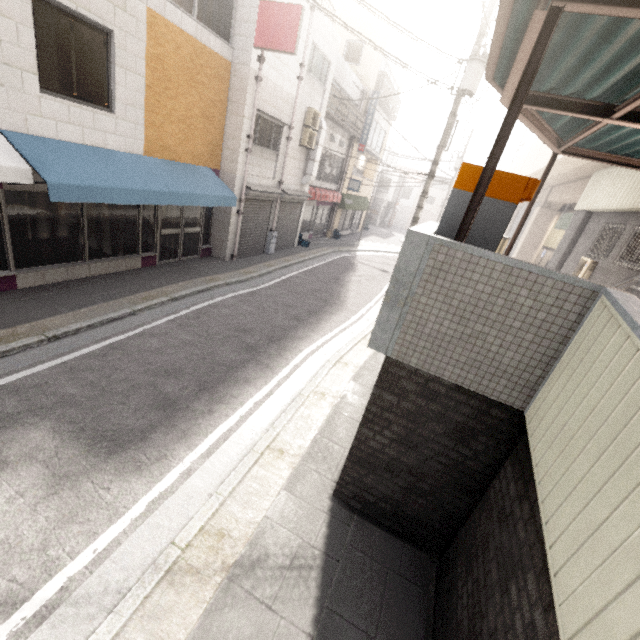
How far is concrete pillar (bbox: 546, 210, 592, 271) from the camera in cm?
1500

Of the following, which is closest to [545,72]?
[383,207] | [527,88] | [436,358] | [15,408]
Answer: [527,88]

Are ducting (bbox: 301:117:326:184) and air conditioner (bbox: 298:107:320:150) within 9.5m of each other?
yes

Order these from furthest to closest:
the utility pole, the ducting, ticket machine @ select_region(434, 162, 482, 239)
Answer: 1. the ducting
2. the utility pole
3. ticket machine @ select_region(434, 162, 482, 239)

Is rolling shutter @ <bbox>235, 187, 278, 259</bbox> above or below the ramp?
below

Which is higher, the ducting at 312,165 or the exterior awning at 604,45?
the exterior awning at 604,45

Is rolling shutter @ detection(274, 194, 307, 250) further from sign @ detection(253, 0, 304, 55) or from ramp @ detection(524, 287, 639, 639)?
ramp @ detection(524, 287, 639, 639)

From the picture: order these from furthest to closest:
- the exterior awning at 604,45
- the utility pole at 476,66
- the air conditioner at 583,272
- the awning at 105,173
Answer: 1. the air conditioner at 583,272
2. the utility pole at 476,66
3. the awning at 105,173
4. the exterior awning at 604,45
